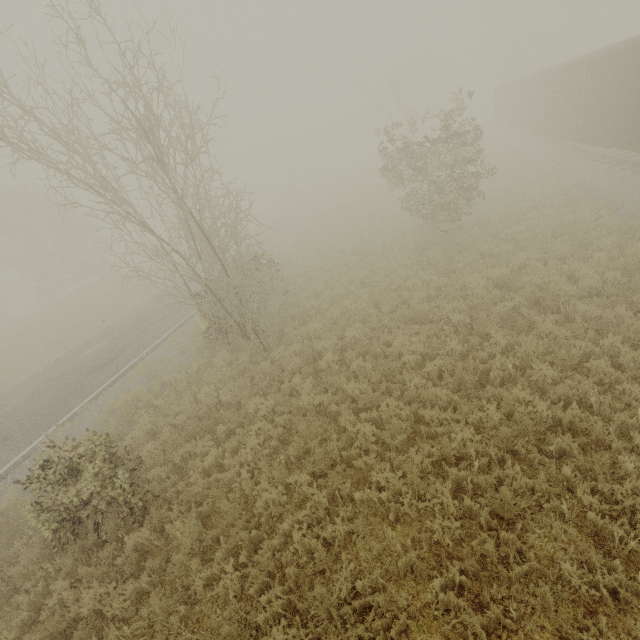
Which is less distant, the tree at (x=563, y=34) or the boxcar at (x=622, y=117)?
the boxcar at (x=622, y=117)

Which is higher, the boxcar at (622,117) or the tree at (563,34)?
the tree at (563,34)

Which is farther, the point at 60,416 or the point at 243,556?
the point at 60,416

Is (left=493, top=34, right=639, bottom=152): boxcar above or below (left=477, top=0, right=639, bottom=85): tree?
below

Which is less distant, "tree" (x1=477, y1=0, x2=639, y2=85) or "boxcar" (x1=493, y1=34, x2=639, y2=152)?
"boxcar" (x1=493, y1=34, x2=639, y2=152)
